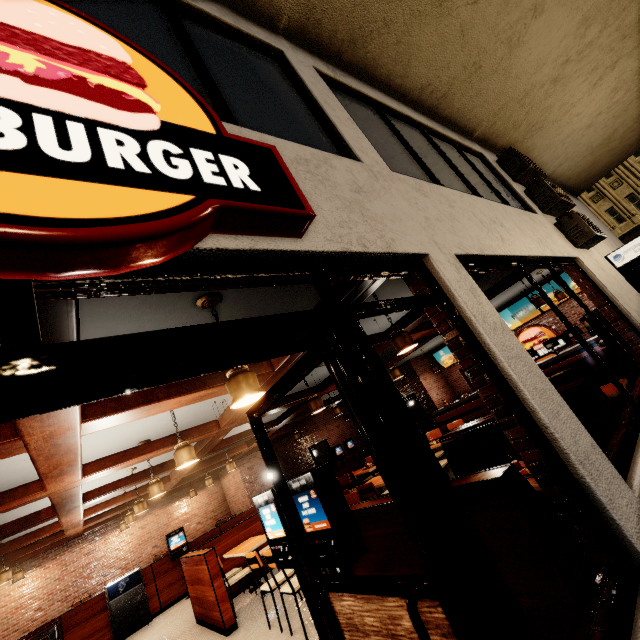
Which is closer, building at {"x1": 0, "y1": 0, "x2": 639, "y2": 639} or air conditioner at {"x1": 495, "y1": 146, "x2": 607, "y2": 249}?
building at {"x1": 0, "y1": 0, "x2": 639, "y2": 639}

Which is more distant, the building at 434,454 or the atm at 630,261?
the atm at 630,261

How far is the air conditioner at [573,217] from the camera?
6.0m

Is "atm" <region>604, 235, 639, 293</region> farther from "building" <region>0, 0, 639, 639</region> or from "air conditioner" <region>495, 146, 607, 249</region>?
"air conditioner" <region>495, 146, 607, 249</region>

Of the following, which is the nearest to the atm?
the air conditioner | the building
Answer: the building

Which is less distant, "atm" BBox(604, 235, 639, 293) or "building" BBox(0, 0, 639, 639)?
"building" BBox(0, 0, 639, 639)

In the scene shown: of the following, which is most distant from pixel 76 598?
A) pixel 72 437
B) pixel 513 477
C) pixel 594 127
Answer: pixel 594 127
